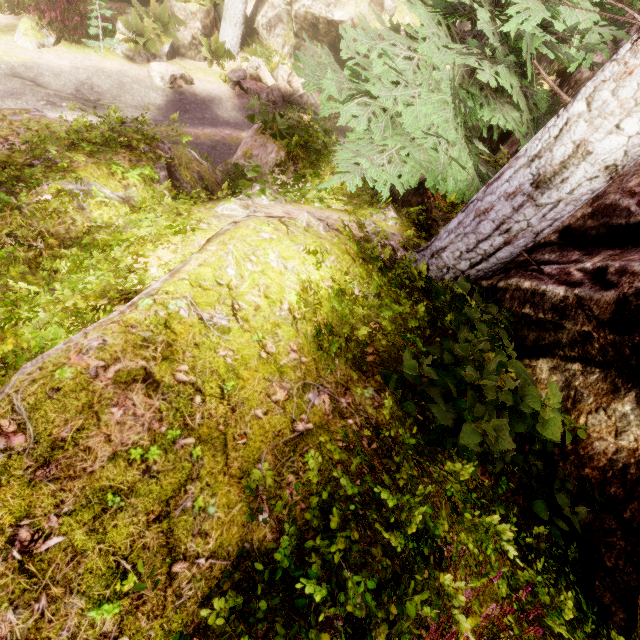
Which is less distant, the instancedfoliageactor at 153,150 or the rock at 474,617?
the rock at 474,617

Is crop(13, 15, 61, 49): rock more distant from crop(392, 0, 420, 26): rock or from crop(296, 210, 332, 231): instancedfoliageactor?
crop(392, 0, 420, 26): rock

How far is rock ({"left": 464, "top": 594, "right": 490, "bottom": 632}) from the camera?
2.1m

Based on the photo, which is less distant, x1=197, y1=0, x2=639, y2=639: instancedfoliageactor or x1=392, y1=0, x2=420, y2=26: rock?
x1=197, y1=0, x2=639, y2=639: instancedfoliageactor

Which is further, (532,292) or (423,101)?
(423,101)

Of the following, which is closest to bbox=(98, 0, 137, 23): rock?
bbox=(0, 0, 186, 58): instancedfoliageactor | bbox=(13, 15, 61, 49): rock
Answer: bbox=(0, 0, 186, 58): instancedfoliageactor
